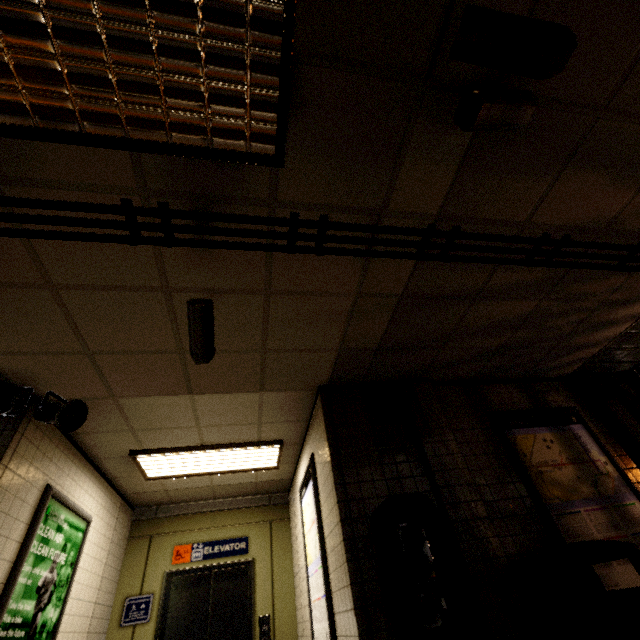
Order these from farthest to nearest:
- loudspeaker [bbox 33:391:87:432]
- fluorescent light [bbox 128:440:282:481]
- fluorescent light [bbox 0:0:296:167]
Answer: fluorescent light [bbox 128:440:282:481], loudspeaker [bbox 33:391:87:432], fluorescent light [bbox 0:0:296:167]

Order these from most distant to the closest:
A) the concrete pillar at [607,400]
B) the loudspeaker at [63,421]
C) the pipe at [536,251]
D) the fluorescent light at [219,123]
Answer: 1. the concrete pillar at [607,400]
2. the loudspeaker at [63,421]
3. the pipe at [536,251]
4. the fluorescent light at [219,123]

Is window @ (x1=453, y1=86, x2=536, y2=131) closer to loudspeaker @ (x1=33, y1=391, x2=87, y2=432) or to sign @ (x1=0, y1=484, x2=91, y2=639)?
loudspeaker @ (x1=33, y1=391, x2=87, y2=432)

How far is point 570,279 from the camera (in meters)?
2.97

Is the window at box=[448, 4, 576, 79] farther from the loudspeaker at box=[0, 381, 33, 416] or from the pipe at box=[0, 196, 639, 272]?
the loudspeaker at box=[0, 381, 33, 416]

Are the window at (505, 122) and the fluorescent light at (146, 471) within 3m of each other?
no

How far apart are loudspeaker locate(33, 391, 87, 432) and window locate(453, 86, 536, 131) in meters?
3.7

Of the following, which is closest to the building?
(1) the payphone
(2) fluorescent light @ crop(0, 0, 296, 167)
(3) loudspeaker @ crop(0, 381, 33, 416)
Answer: (2) fluorescent light @ crop(0, 0, 296, 167)
